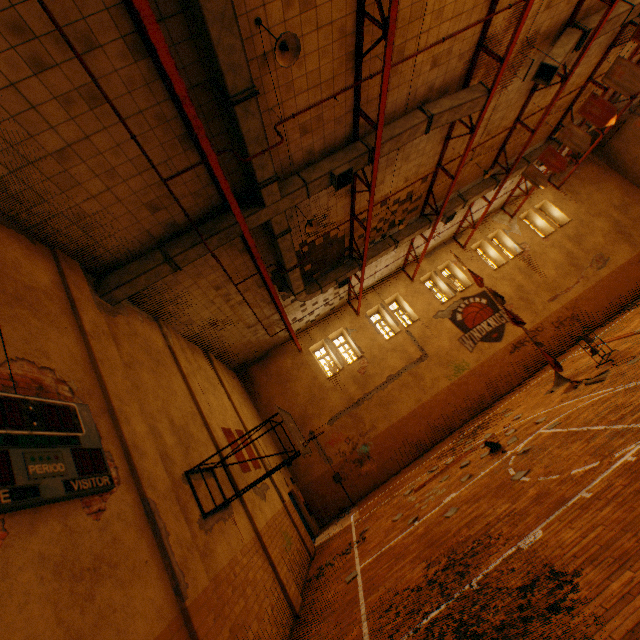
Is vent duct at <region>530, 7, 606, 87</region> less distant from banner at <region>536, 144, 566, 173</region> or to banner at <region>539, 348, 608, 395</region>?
banner at <region>536, 144, 566, 173</region>

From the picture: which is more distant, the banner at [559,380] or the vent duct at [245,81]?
the banner at [559,380]

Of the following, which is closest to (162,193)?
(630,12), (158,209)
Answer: (158,209)

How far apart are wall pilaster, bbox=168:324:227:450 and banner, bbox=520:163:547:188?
15.6m

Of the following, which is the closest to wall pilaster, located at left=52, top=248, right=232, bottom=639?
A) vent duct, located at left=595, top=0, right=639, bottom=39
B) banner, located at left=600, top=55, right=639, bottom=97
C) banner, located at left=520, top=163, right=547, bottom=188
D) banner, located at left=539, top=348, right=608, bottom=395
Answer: banner, located at left=539, top=348, right=608, bottom=395

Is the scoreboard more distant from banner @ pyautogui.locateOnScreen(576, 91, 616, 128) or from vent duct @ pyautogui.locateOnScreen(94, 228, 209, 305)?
banner @ pyautogui.locateOnScreen(576, 91, 616, 128)

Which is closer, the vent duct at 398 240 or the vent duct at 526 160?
the vent duct at 398 240

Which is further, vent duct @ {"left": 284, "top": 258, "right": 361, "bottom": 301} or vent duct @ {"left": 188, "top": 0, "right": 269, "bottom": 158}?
vent duct @ {"left": 284, "top": 258, "right": 361, "bottom": 301}
